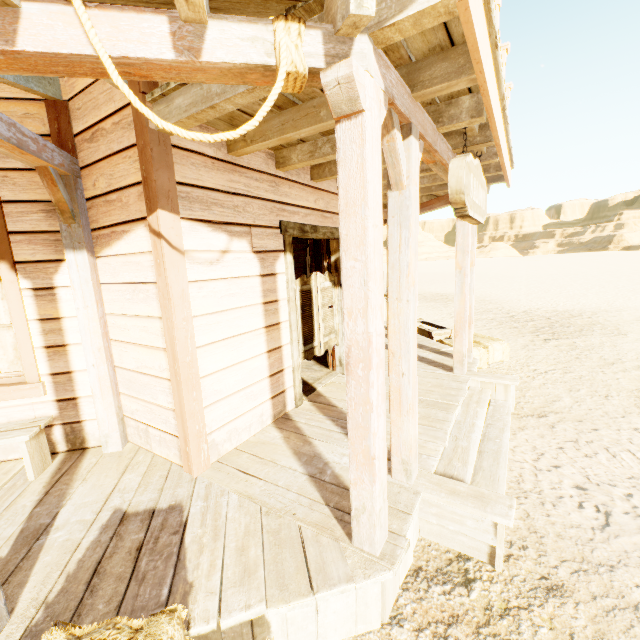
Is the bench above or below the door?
below

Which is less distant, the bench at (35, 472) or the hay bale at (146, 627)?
the hay bale at (146, 627)

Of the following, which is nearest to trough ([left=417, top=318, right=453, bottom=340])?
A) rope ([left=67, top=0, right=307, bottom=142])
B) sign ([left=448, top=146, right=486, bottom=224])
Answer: sign ([left=448, top=146, right=486, bottom=224])

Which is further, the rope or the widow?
the widow

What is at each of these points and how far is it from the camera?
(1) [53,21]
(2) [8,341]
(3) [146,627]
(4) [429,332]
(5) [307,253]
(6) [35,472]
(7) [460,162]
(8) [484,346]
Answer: (1) building, 1.2 meters
(2) curtain, 3.2 meters
(3) hay bale, 1.2 meters
(4) trough, 7.5 meters
(5) building, 9.1 meters
(6) bench, 2.9 meters
(7) sign, 2.4 meters
(8) hay bale, 6.4 meters

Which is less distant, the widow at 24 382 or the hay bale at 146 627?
the hay bale at 146 627

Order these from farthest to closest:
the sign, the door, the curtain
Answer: the door
the curtain
the sign

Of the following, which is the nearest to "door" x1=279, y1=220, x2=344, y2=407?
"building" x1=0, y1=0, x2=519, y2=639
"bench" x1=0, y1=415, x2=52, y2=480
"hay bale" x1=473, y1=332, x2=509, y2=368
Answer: "building" x1=0, y1=0, x2=519, y2=639
